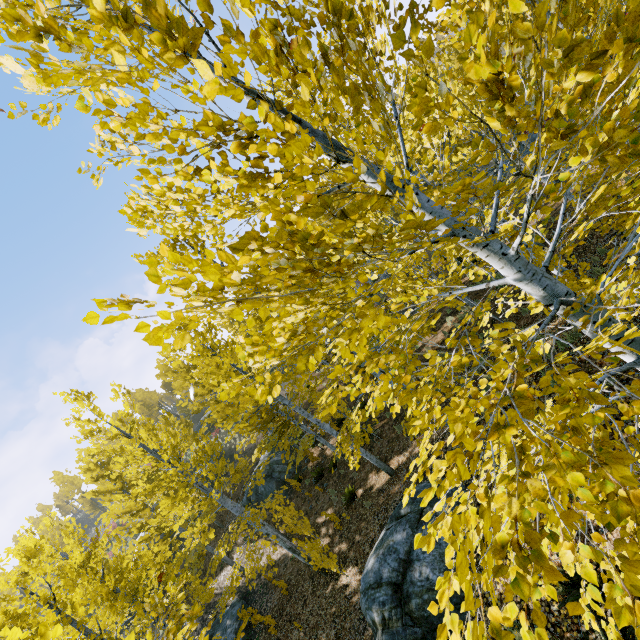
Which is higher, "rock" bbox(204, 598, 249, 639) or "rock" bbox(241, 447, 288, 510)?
"rock" bbox(241, 447, 288, 510)

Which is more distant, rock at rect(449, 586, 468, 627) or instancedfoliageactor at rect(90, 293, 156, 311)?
rock at rect(449, 586, 468, 627)

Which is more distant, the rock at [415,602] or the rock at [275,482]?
the rock at [275,482]

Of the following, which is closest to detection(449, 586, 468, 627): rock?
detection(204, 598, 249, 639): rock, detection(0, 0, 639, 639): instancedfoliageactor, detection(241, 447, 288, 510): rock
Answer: detection(0, 0, 639, 639): instancedfoliageactor

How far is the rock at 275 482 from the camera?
19.4 meters

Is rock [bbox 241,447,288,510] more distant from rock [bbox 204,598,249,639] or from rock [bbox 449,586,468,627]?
rock [bbox 449,586,468,627]

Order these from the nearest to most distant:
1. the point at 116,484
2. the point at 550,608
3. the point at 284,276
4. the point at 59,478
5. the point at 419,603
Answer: the point at 550,608 → the point at 419,603 → the point at 116,484 → the point at 284,276 → the point at 59,478
